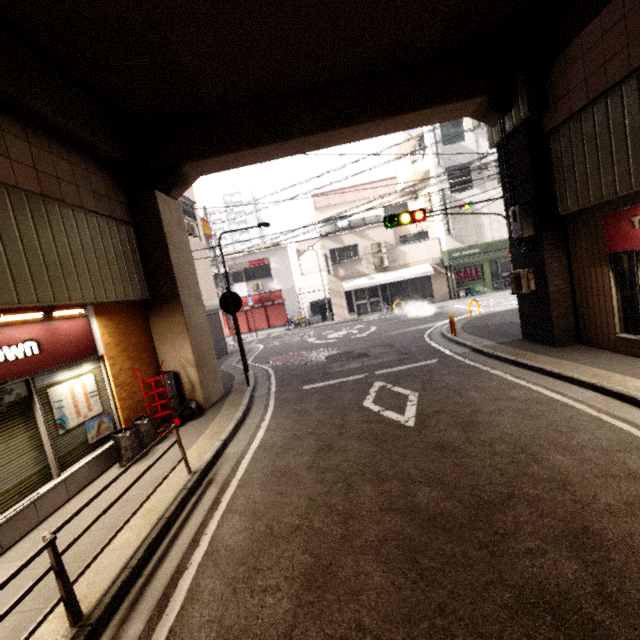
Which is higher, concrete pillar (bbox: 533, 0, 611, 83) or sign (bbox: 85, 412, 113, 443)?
concrete pillar (bbox: 533, 0, 611, 83)

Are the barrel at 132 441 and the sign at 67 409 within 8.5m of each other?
yes

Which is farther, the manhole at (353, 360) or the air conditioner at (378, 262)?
the air conditioner at (378, 262)

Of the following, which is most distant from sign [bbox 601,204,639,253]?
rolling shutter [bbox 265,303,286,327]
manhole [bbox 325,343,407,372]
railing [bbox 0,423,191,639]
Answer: rolling shutter [bbox 265,303,286,327]

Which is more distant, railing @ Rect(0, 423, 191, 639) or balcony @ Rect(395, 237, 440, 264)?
balcony @ Rect(395, 237, 440, 264)

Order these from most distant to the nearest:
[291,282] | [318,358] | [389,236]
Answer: [291,282]
[389,236]
[318,358]

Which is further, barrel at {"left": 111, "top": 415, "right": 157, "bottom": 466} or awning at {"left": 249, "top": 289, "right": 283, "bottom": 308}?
awning at {"left": 249, "top": 289, "right": 283, "bottom": 308}

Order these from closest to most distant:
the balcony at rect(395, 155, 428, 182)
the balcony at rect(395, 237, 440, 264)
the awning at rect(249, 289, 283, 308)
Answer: the balcony at rect(395, 155, 428, 182) < the balcony at rect(395, 237, 440, 264) < the awning at rect(249, 289, 283, 308)
